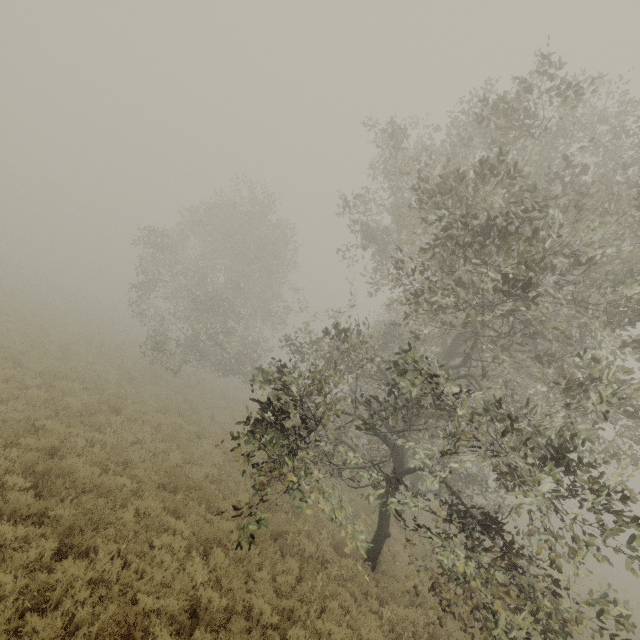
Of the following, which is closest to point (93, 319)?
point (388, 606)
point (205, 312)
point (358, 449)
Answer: point (205, 312)
